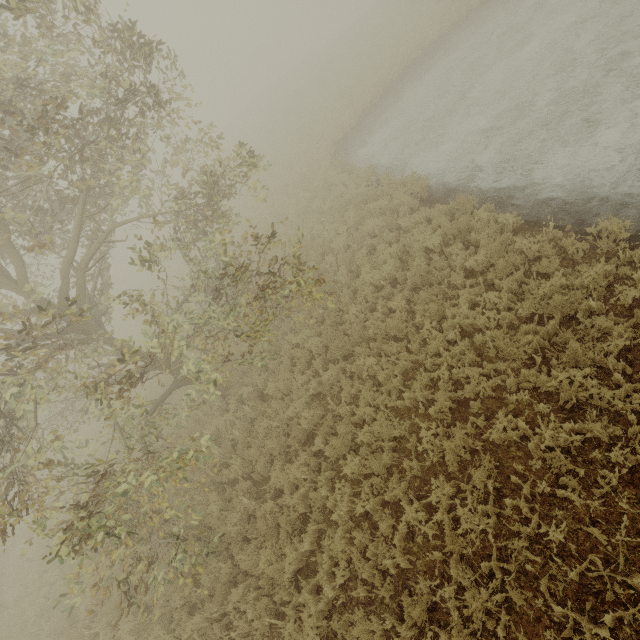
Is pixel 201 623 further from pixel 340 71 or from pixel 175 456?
pixel 340 71
